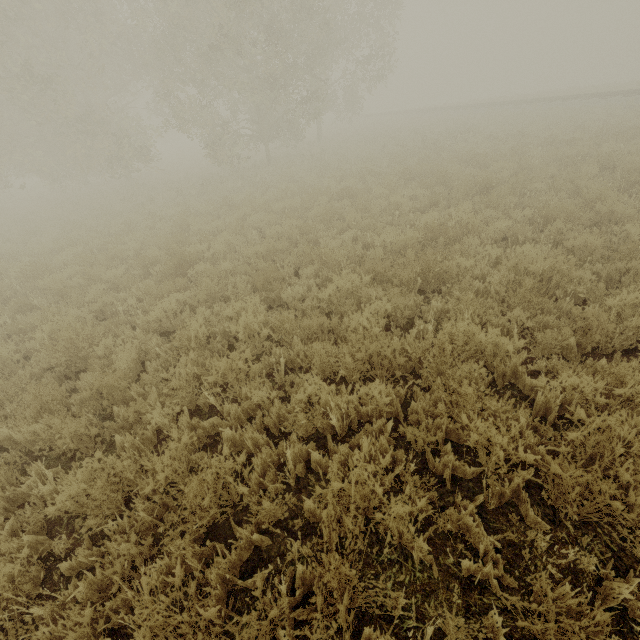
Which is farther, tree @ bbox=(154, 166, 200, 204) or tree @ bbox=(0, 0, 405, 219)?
tree @ bbox=(154, 166, 200, 204)

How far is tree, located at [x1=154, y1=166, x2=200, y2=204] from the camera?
15.02m

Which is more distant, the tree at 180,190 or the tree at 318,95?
the tree at 180,190

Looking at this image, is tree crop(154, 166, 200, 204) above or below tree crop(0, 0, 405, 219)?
below

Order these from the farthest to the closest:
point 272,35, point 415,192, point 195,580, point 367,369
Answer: point 272,35
point 415,192
point 367,369
point 195,580

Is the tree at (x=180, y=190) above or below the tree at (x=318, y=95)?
below
